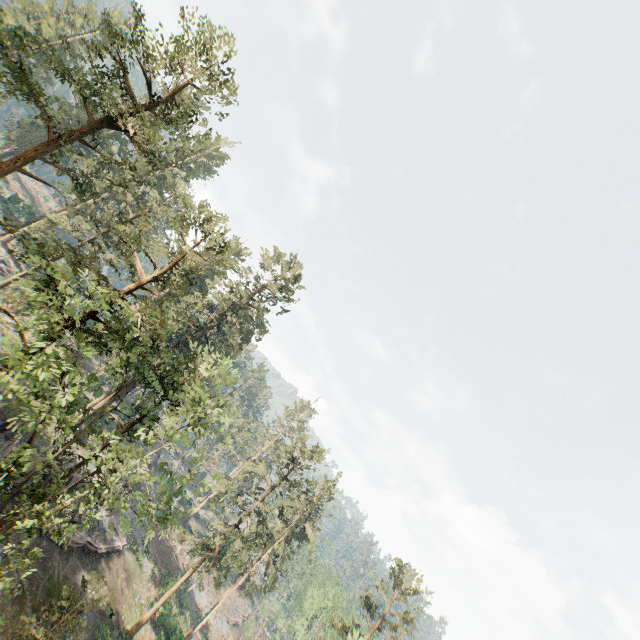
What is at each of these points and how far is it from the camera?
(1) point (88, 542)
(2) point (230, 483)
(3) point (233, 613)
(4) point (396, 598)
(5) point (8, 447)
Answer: (1) ground embankment, 29.9 meters
(2) foliage, 34.8 meters
(3) ground embankment, 59.0 meters
(4) foliage, 35.3 meters
(5) rock, 25.8 meters

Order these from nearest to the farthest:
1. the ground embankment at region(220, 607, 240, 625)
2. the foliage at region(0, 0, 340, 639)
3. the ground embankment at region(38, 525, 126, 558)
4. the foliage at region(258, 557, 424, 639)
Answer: the foliage at region(0, 0, 340, 639) < the ground embankment at region(38, 525, 126, 558) < the foliage at region(258, 557, 424, 639) < the ground embankment at region(220, 607, 240, 625)

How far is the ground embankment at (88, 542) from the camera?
27.61m

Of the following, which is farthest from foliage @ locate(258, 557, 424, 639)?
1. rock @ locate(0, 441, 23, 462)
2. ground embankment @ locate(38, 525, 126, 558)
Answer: ground embankment @ locate(38, 525, 126, 558)

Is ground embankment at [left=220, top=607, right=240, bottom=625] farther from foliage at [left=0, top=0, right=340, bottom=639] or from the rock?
the rock

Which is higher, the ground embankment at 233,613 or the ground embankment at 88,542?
the ground embankment at 88,542

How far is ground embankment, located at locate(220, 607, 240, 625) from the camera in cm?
5603
